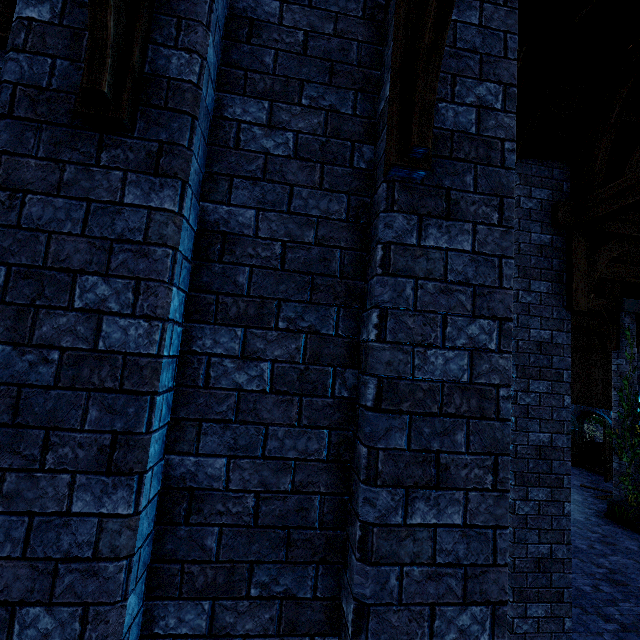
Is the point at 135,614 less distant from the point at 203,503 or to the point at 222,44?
the point at 203,503

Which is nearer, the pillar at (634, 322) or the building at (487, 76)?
the building at (487, 76)

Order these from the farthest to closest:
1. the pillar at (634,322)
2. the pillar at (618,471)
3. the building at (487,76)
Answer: the pillar at (634,322) < the pillar at (618,471) < the building at (487,76)

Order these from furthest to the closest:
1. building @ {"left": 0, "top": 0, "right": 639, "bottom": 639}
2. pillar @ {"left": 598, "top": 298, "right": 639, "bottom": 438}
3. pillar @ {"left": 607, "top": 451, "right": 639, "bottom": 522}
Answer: pillar @ {"left": 598, "top": 298, "right": 639, "bottom": 438} → pillar @ {"left": 607, "top": 451, "right": 639, "bottom": 522} → building @ {"left": 0, "top": 0, "right": 639, "bottom": 639}

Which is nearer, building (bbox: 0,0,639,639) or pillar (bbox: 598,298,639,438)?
building (bbox: 0,0,639,639)

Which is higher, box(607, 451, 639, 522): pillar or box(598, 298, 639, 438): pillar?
box(598, 298, 639, 438): pillar

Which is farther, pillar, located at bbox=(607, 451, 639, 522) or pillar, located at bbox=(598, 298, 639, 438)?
pillar, located at bbox=(598, 298, 639, 438)

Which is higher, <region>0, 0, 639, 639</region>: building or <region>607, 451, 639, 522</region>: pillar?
<region>0, 0, 639, 639</region>: building
